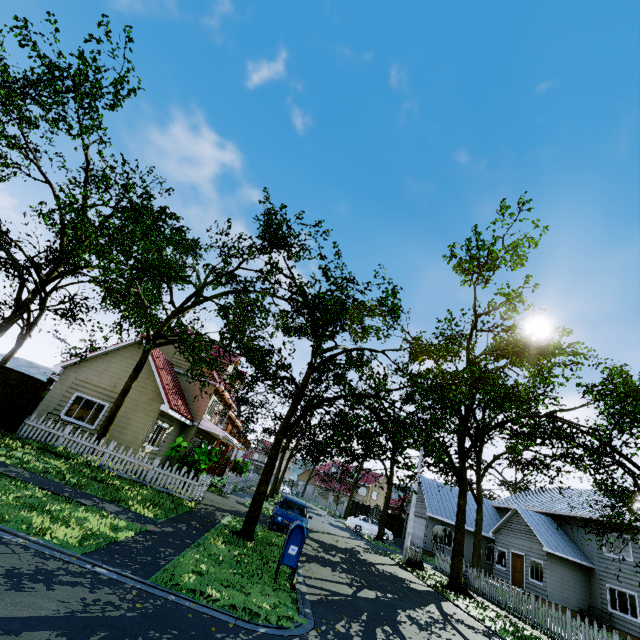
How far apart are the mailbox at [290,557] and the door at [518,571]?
25.4 meters

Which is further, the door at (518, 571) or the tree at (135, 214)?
the door at (518, 571)

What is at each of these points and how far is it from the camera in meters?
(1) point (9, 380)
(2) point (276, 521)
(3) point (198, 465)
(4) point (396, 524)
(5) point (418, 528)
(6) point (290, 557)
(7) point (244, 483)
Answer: (1) fence, 13.9 m
(2) car, 13.5 m
(3) plant, 14.2 m
(4) fence, 36.1 m
(5) garage door, 31.4 m
(6) mailbox, 7.6 m
(7) fence, 30.2 m

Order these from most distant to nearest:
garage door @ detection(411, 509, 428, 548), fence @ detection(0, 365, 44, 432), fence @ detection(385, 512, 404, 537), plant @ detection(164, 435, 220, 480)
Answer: fence @ detection(385, 512, 404, 537) < garage door @ detection(411, 509, 428, 548) < plant @ detection(164, 435, 220, 480) < fence @ detection(0, 365, 44, 432)

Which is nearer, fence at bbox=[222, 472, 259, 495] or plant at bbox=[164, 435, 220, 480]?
plant at bbox=[164, 435, 220, 480]

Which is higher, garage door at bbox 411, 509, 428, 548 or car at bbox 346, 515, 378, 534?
garage door at bbox 411, 509, 428, 548

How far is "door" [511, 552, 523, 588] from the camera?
23.7m

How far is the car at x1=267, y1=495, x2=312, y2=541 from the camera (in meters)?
13.43
